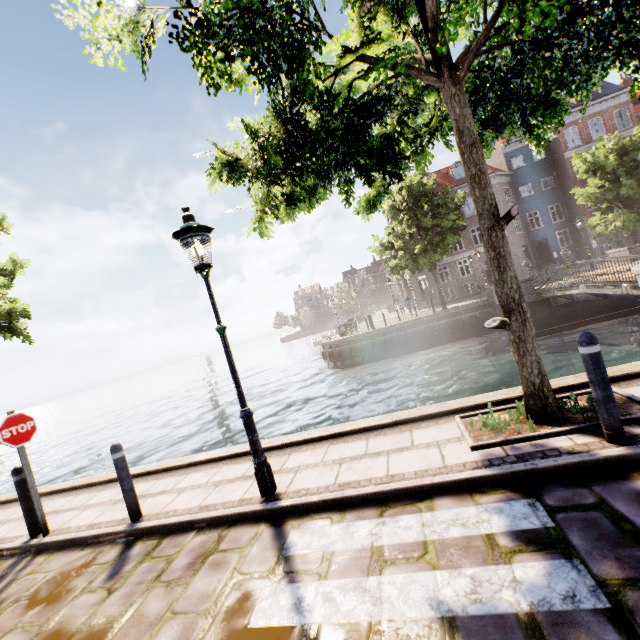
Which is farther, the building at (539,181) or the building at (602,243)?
the building at (602,243)

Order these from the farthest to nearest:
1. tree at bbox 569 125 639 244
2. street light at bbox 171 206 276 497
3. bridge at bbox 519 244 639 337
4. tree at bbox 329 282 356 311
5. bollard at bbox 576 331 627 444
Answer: tree at bbox 329 282 356 311 → tree at bbox 569 125 639 244 → bridge at bbox 519 244 639 337 → street light at bbox 171 206 276 497 → bollard at bbox 576 331 627 444

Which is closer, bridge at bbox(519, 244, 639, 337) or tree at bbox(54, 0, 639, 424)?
tree at bbox(54, 0, 639, 424)

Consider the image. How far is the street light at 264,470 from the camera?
4.1m

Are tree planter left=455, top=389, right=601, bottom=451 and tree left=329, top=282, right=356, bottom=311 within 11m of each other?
no

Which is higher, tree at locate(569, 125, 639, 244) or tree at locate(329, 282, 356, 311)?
tree at locate(329, 282, 356, 311)

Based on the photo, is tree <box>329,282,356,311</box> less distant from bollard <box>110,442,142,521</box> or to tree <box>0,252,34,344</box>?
tree <box>0,252,34,344</box>

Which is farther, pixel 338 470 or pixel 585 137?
pixel 585 137
